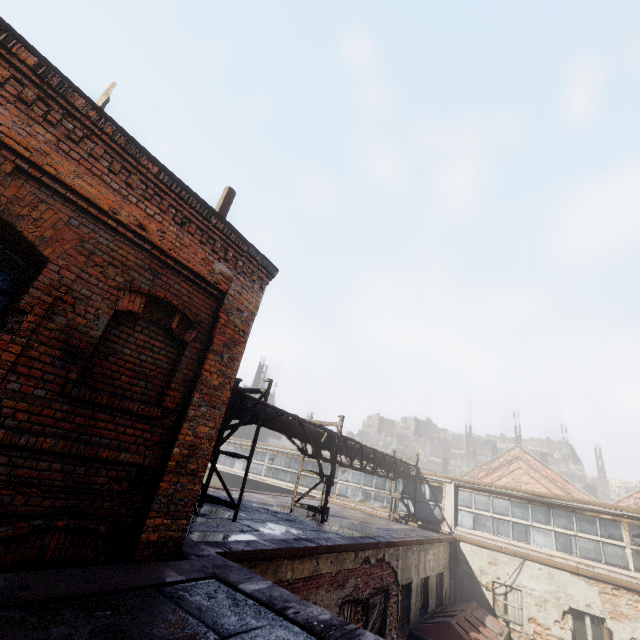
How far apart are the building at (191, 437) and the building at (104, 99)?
3.6m

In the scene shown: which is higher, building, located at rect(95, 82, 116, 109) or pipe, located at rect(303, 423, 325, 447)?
building, located at rect(95, 82, 116, 109)

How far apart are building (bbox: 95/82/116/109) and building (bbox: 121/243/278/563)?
3.6m

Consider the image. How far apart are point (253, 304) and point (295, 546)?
4.6m

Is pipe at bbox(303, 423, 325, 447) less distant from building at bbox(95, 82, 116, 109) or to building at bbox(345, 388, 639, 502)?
building at bbox(95, 82, 116, 109)

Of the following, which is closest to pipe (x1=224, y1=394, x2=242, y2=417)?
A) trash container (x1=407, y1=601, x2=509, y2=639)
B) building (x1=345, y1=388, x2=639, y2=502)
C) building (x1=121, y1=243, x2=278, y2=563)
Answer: building (x1=121, y1=243, x2=278, y2=563)

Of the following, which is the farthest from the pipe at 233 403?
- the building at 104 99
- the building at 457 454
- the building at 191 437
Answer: the building at 457 454

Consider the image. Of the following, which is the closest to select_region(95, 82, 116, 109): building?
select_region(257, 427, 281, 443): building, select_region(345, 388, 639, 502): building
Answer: select_region(257, 427, 281, 443): building
